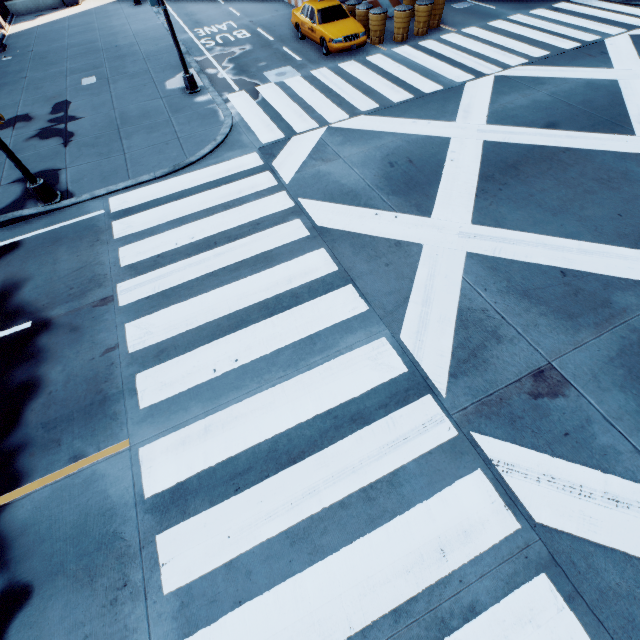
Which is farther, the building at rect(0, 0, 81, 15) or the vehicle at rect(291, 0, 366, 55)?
the building at rect(0, 0, 81, 15)

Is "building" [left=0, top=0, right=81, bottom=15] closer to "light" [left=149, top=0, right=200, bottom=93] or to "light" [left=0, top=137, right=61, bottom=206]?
"light" [left=149, top=0, right=200, bottom=93]

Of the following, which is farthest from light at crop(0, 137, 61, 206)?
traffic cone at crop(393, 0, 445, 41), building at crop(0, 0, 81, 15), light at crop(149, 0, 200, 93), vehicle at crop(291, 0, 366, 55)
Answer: building at crop(0, 0, 81, 15)

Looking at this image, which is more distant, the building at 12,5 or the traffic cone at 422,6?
the building at 12,5

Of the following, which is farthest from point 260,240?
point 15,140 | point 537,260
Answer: point 15,140

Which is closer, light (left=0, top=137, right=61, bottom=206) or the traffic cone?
light (left=0, top=137, right=61, bottom=206)

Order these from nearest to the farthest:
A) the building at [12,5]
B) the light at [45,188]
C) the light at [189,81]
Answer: the light at [45,188]
the light at [189,81]
the building at [12,5]
